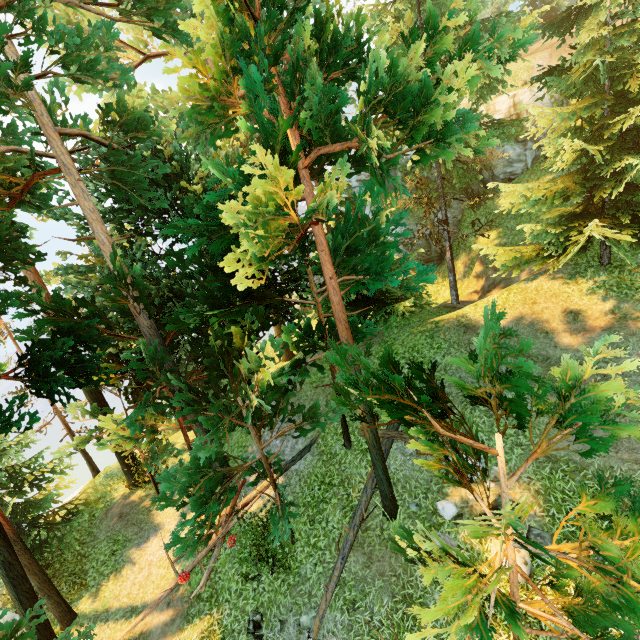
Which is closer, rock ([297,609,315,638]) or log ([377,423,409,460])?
rock ([297,609,315,638])

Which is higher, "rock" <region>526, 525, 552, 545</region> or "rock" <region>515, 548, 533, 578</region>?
"rock" <region>526, 525, 552, 545</region>

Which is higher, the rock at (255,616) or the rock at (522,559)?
the rock at (522,559)

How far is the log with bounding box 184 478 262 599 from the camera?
10.6 meters

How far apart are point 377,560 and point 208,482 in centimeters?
526cm

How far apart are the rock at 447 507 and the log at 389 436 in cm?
146

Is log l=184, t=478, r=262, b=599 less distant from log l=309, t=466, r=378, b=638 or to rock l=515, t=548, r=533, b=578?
log l=309, t=466, r=378, b=638

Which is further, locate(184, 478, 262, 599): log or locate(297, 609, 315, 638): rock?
locate(184, 478, 262, 599): log
